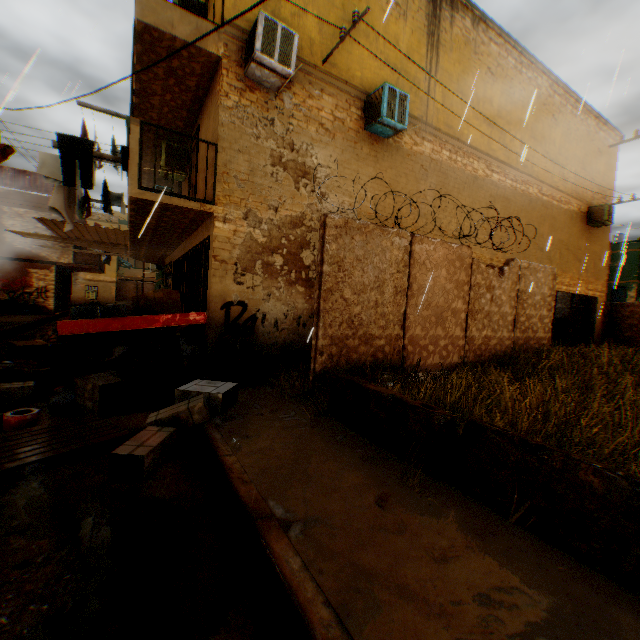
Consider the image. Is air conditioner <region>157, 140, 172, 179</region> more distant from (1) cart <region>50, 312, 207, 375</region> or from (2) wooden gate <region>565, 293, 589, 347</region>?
(2) wooden gate <region>565, 293, 589, 347</region>

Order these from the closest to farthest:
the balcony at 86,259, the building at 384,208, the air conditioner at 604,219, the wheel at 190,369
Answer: the wheel at 190,369 → the building at 384,208 → the air conditioner at 604,219 → the balcony at 86,259

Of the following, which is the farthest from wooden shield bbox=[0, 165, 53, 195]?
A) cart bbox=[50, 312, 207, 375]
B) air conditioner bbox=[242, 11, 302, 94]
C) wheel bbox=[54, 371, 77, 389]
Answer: air conditioner bbox=[242, 11, 302, 94]

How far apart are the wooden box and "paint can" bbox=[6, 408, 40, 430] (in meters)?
1.82

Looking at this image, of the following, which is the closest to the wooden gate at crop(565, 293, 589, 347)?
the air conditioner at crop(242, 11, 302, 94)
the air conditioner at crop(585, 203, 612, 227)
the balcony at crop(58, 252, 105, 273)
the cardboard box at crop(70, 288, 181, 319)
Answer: the air conditioner at crop(585, 203, 612, 227)

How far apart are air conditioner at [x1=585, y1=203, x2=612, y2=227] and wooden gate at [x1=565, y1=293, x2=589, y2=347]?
3.19m

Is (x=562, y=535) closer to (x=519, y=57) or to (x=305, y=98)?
(x=305, y=98)

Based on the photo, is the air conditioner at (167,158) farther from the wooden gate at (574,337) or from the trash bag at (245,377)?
the wooden gate at (574,337)
